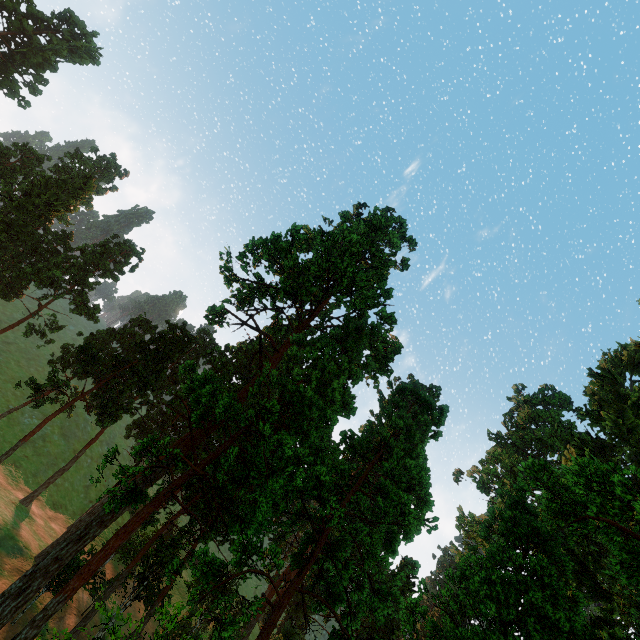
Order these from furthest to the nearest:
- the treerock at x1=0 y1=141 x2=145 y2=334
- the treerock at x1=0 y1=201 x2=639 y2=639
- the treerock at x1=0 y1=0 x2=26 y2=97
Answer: the treerock at x1=0 y1=0 x2=26 y2=97
the treerock at x1=0 y1=141 x2=145 y2=334
the treerock at x1=0 y1=201 x2=639 y2=639

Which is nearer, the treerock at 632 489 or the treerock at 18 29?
the treerock at 632 489

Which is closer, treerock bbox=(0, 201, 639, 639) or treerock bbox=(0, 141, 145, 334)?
treerock bbox=(0, 201, 639, 639)

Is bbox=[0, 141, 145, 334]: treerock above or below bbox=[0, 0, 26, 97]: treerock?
below

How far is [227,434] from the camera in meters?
34.1 m
